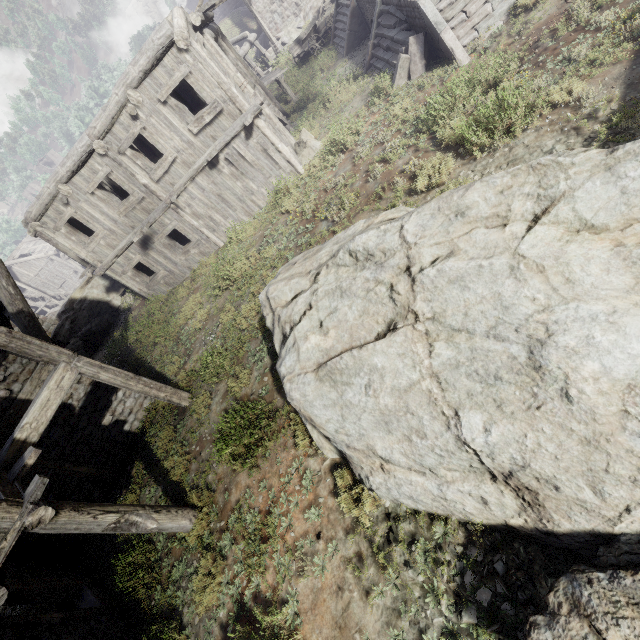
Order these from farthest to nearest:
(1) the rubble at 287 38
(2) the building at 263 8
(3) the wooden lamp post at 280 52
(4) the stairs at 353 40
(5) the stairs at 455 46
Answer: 1. (2) the building at 263 8
2. (1) the rubble at 287 38
3. (3) the wooden lamp post at 280 52
4. (4) the stairs at 353 40
5. (5) the stairs at 455 46

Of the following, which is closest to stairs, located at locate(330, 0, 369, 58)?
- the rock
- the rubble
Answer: the rubble

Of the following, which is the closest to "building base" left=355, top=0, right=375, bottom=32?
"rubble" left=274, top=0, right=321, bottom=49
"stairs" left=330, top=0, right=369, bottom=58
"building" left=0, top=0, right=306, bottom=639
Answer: "stairs" left=330, top=0, right=369, bottom=58

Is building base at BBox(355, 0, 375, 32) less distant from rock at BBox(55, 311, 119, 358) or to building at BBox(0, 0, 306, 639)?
building at BBox(0, 0, 306, 639)

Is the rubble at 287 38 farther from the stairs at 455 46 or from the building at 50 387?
the stairs at 455 46

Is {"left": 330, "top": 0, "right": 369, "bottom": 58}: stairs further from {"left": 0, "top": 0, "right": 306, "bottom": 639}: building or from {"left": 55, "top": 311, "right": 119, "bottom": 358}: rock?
{"left": 55, "top": 311, "right": 119, "bottom": 358}: rock

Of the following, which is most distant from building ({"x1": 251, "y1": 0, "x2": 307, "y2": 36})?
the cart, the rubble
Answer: the cart

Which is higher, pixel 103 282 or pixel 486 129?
pixel 103 282
